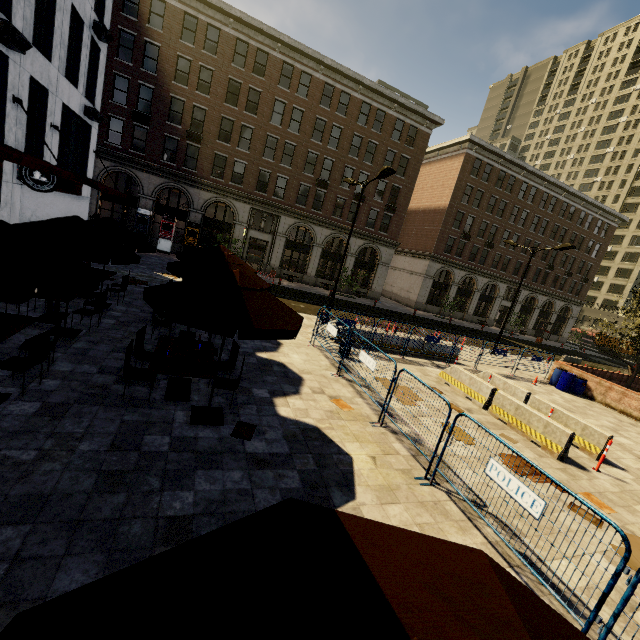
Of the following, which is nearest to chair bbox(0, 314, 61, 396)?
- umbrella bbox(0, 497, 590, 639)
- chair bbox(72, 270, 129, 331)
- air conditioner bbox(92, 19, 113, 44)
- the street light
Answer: chair bbox(72, 270, 129, 331)

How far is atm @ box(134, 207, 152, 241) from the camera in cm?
2648

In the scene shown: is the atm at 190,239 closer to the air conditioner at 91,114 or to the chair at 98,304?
the air conditioner at 91,114

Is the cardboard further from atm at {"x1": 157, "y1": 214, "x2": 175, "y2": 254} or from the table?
atm at {"x1": 157, "y1": 214, "x2": 175, "y2": 254}

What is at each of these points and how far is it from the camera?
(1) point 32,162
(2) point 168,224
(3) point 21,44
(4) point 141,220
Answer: (1) awning, 9.29m
(2) atm, 27.45m
(3) air conditioner, 10.18m
(4) atm, 26.77m

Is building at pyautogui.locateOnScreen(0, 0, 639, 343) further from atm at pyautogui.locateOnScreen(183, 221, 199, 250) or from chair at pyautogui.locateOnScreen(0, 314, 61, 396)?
chair at pyautogui.locateOnScreen(0, 314, 61, 396)

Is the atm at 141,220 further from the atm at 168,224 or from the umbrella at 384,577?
the umbrella at 384,577

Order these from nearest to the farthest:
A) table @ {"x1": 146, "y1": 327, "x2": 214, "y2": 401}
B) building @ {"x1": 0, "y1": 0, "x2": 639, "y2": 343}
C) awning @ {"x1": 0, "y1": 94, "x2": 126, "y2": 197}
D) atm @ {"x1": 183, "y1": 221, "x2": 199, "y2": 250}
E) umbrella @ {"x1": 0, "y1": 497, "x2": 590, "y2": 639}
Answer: umbrella @ {"x1": 0, "y1": 497, "x2": 590, "y2": 639}
table @ {"x1": 146, "y1": 327, "x2": 214, "y2": 401}
awning @ {"x1": 0, "y1": 94, "x2": 126, "y2": 197}
building @ {"x1": 0, "y1": 0, "x2": 639, "y2": 343}
atm @ {"x1": 183, "y1": 221, "x2": 199, "y2": 250}
